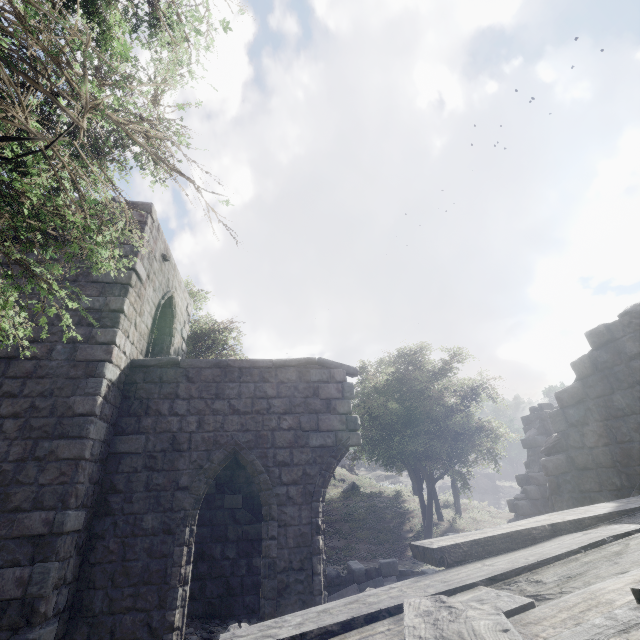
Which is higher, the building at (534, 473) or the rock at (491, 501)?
the building at (534, 473)

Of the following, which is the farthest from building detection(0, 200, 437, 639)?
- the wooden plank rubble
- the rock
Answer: the rock

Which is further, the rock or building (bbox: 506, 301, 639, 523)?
the rock

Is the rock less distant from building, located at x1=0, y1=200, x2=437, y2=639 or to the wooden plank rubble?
building, located at x1=0, y1=200, x2=437, y2=639

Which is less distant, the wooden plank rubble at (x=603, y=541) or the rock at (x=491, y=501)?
the wooden plank rubble at (x=603, y=541)

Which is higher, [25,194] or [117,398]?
[117,398]
